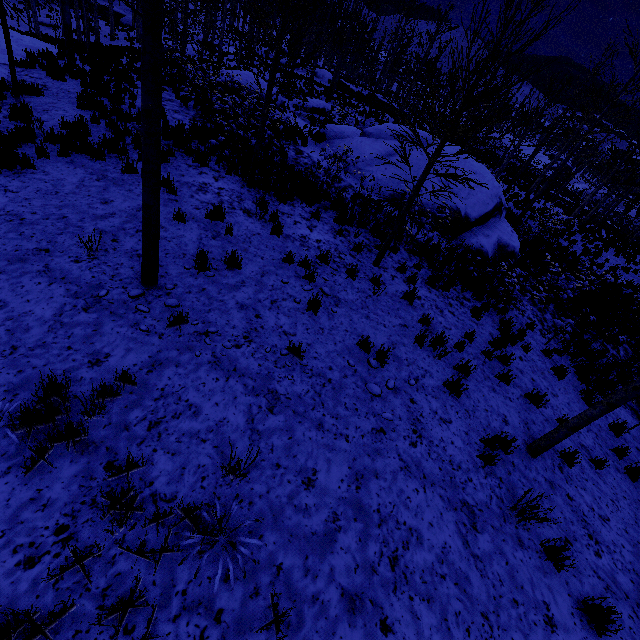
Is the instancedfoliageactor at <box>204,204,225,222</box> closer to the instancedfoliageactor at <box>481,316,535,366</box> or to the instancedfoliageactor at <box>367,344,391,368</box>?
the instancedfoliageactor at <box>481,316,535,366</box>

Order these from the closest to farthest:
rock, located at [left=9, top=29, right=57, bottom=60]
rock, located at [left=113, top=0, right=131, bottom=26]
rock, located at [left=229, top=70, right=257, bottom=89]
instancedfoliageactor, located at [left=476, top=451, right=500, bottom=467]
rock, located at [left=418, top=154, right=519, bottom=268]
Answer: instancedfoliageactor, located at [left=476, top=451, right=500, bottom=467] → rock, located at [left=418, top=154, right=519, bottom=268] → rock, located at [left=9, top=29, right=57, bottom=60] → rock, located at [left=229, top=70, right=257, bottom=89] → rock, located at [left=113, top=0, right=131, bottom=26]

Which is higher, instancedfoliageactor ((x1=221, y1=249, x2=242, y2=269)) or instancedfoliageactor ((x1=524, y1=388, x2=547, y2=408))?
instancedfoliageactor ((x1=221, y1=249, x2=242, y2=269))

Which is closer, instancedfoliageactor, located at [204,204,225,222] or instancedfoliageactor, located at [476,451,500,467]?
instancedfoliageactor, located at [476,451,500,467]

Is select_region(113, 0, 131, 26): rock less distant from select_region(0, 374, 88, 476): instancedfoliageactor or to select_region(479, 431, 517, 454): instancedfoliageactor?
select_region(0, 374, 88, 476): instancedfoliageactor

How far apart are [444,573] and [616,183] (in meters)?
24.87

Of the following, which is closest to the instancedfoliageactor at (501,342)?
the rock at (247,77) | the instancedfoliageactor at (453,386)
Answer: the instancedfoliageactor at (453,386)

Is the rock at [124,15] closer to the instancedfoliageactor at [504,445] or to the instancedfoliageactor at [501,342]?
the instancedfoliageactor at [501,342]
